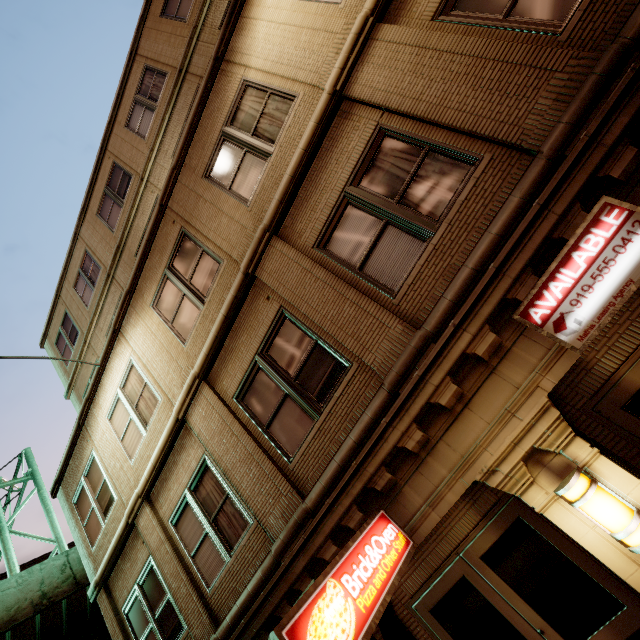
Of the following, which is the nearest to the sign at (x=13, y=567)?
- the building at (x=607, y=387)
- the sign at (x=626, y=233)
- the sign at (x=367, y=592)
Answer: the building at (x=607, y=387)

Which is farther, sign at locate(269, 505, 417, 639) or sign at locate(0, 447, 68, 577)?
sign at locate(0, 447, 68, 577)

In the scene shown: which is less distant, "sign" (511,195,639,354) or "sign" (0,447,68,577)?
"sign" (511,195,639,354)

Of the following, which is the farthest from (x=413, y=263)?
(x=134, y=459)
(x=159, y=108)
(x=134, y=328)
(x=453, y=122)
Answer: (x=159, y=108)

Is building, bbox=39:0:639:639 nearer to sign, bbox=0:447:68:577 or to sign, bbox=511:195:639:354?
sign, bbox=511:195:639:354

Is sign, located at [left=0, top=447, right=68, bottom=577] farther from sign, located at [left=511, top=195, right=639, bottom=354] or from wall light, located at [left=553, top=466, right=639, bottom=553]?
sign, located at [left=511, top=195, right=639, bottom=354]

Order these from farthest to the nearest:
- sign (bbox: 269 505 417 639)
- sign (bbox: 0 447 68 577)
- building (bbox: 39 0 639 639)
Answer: sign (bbox: 0 447 68 577), building (bbox: 39 0 639 639), sign (bbox: 269 505 417 639)

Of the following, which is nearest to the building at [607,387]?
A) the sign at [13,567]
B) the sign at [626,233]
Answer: the sign at [626,233]
